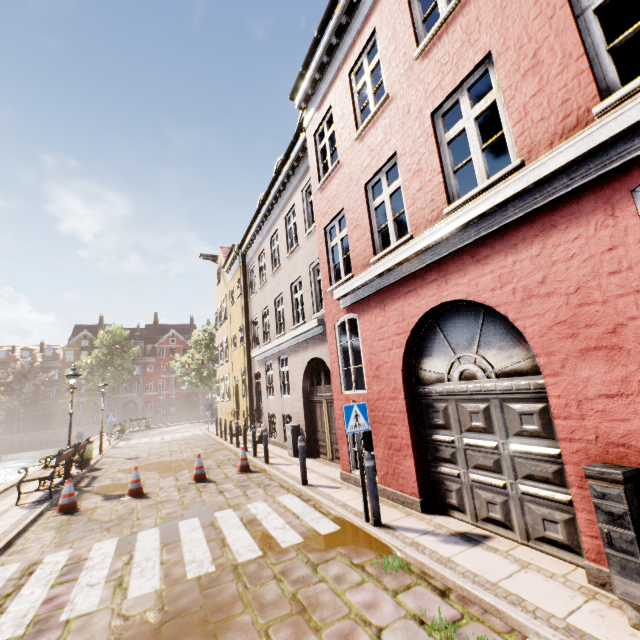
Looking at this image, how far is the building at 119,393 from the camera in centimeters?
5653cm

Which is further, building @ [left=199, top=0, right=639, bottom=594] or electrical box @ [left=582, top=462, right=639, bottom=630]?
building @ [left=199, top=0, right=639, bottom=594]

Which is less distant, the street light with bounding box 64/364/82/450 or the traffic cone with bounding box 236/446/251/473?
the traffic cone with bounding box 236/446/251/473

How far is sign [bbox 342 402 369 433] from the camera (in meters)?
5.56

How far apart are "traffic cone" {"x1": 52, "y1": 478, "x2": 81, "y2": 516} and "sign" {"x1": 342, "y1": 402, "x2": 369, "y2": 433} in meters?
7.3

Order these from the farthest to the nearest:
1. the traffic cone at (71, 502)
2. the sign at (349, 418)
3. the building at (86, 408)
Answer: the building at (86, 408) < the traffic cone at (71, 502) < the sign at (349, 418)

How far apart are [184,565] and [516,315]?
5.9 meters

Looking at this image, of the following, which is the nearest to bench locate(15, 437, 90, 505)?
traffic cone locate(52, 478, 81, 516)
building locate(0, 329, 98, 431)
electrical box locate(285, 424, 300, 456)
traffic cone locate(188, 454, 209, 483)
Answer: traffic cone locate(52, 478, 81, 516)
